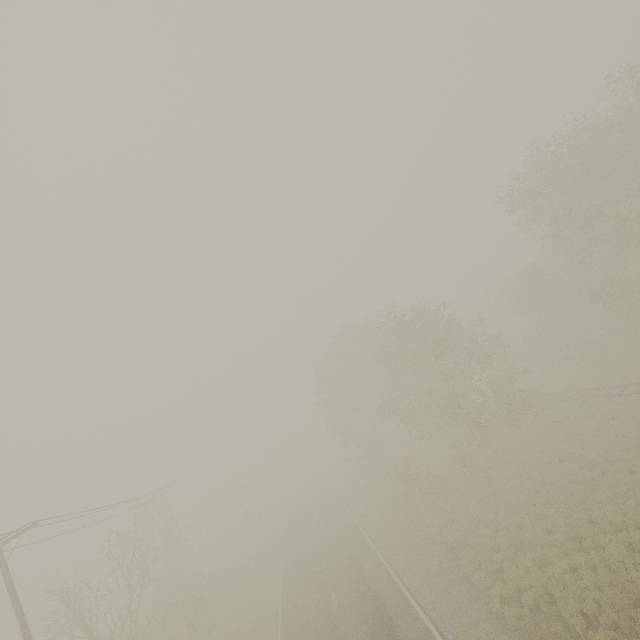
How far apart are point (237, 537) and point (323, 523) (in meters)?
19.19
